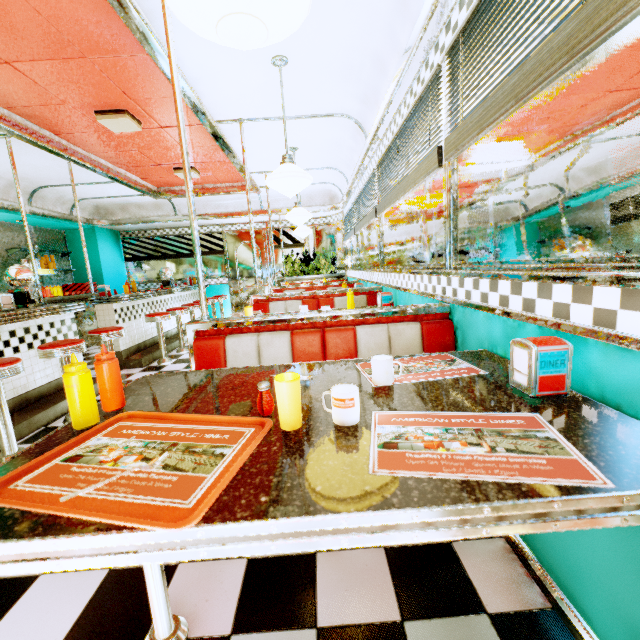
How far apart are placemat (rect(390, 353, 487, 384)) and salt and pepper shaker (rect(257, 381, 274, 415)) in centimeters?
29cm

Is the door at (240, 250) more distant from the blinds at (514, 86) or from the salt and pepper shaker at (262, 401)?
the salt and pepper shaker at (262, 401)

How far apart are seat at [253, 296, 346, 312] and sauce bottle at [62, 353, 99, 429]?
2.4m

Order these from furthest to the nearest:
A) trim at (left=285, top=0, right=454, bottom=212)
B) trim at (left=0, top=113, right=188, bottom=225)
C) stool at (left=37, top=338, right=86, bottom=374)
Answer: trim at (left=0, top=113, right=188, bottom=225) → stool at (left=37, top=338, right=86, bottom=374) → trim at (left=285, top=0, right=454, bottom=212)

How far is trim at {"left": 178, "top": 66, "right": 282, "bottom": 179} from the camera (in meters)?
2.86

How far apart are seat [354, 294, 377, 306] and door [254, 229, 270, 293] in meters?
4.9

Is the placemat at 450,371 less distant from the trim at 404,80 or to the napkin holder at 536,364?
the napkin holder at 536,364

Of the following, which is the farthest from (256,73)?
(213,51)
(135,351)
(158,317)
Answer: (135,351)
